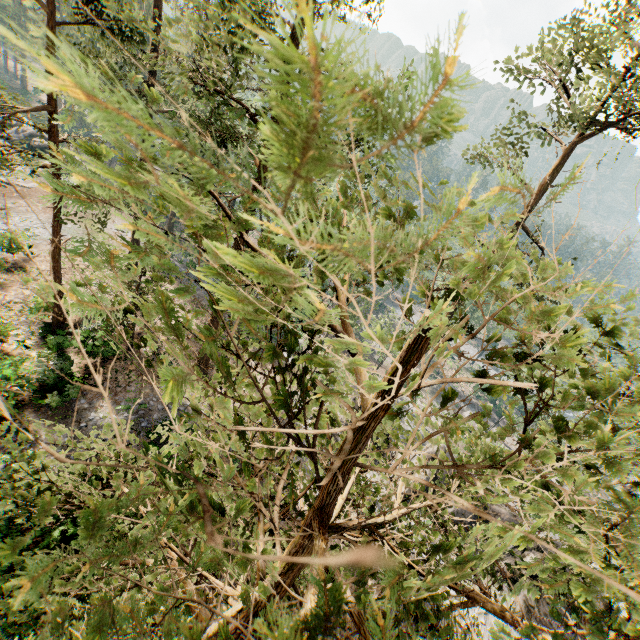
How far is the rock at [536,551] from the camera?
21.7m

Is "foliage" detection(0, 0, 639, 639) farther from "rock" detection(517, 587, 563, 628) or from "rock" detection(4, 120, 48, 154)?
"rock" detection(4, 120, 48, 154)

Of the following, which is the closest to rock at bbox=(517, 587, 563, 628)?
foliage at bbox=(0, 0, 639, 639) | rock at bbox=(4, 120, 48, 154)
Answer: foliage at bbox=(0, 0, 639, 639)

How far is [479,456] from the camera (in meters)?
9.58

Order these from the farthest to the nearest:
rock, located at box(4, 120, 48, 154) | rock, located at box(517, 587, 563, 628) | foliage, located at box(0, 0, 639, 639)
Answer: rock, located at box(4, 120, 48, 154)
rock, located at box(517, 587, 563, 628)
foliage, located at box(0, 0, 639, 639)

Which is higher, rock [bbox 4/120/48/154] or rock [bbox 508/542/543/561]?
rock [bbox 508/542/543/561]

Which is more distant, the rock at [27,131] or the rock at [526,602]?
the rock at [27,131]
